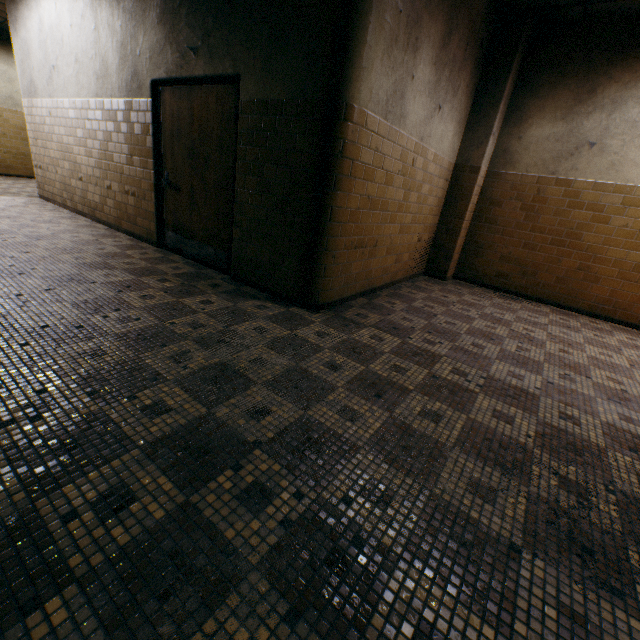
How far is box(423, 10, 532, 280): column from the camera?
4.7m

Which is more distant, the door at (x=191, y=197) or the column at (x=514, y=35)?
the column at (x=514, y=35)

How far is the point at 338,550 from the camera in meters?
1.3

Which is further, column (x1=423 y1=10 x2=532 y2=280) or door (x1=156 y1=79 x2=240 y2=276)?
column (x1=423 y1=10 x2=532 y2=280)

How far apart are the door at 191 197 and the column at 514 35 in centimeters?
376cm

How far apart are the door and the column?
3.8 meters

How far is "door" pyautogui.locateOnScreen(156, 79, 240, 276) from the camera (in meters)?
3.72
